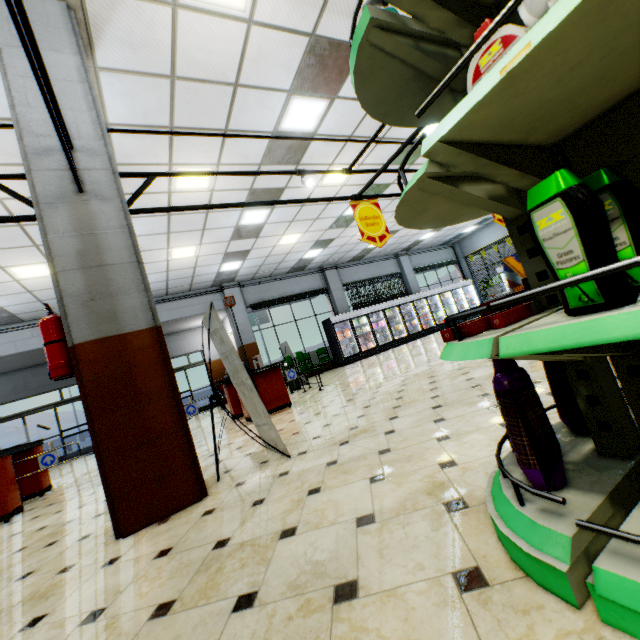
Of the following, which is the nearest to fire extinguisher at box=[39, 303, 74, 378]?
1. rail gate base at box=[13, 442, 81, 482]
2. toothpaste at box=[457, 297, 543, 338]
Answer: toothpaste at box=[457, 297, 543, 338]

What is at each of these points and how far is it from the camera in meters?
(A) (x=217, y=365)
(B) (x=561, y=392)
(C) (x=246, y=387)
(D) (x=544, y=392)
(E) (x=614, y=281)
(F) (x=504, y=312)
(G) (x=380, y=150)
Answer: (A) building, 15.9
(B) fabric softener, 1.4
(C) sign, 3.3
(D) building, 2.6
(E) shampoo, 0.7
(F) toothpaste, 1.1
(G) building, 7.7

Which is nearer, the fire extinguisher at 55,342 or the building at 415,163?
the fire extinguisher at 55,342

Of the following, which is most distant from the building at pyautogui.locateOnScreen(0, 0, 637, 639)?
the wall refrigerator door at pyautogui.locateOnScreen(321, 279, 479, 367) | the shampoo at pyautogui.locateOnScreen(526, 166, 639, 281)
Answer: the shampoo at pyautogui.locateOnScreen(526, 166, 639, 281)

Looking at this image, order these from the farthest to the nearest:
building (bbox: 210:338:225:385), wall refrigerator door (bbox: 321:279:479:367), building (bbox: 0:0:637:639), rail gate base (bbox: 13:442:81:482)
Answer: building (bbox: 210:338:225:385), wall refrigerator door (bbox: 321:279:479:367), rail gate base (bbox: 13:442:81:482), building (bbox: 0:0:637:639)

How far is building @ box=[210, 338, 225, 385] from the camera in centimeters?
1575cm

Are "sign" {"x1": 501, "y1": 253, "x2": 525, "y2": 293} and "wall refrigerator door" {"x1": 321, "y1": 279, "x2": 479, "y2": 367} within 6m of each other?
no

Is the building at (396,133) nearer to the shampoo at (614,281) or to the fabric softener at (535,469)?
the fabric softener at (535,469)
